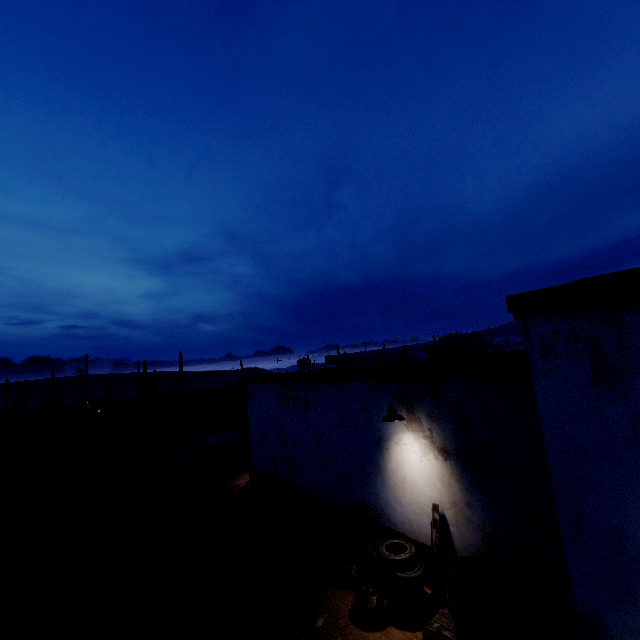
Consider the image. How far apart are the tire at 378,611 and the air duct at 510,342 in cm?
782

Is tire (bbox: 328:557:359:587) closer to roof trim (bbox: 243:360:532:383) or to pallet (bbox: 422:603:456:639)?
pallet (bbox: 422:603:456:639)

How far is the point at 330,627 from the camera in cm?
556

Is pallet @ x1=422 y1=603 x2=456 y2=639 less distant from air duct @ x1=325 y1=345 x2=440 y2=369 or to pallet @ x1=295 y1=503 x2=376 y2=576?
pallet @ x1=295 y1=503 x2=376 y2=576

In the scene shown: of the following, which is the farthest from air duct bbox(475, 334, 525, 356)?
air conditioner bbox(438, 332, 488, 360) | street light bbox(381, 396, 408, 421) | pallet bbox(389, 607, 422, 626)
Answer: pallet bbox(389, 607, 422, 626)

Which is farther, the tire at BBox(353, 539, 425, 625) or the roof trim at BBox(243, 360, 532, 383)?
the tire at BBox(353, 539, 425, 625)

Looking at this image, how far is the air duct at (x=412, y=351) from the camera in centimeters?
1015cm

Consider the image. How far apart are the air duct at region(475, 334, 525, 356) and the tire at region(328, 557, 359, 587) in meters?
8.4 m
